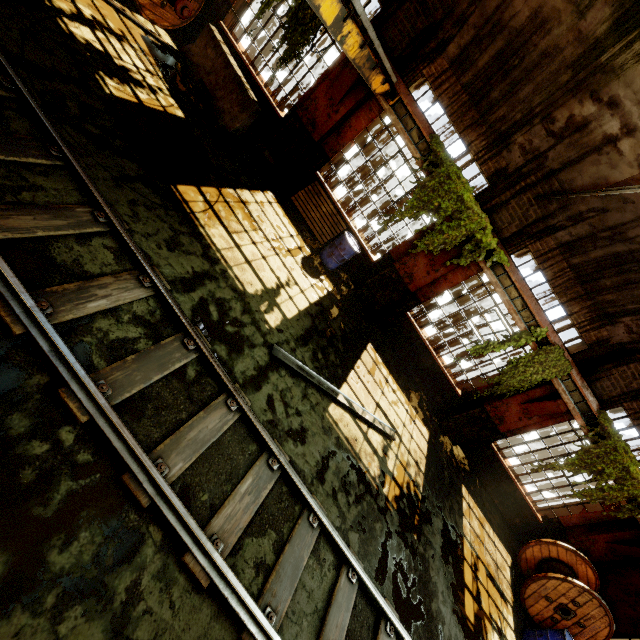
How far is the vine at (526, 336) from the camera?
8.1 meters

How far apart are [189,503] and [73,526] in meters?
1.0 m

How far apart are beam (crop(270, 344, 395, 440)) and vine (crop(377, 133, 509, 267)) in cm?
421

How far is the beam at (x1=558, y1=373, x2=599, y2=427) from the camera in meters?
8.2 m

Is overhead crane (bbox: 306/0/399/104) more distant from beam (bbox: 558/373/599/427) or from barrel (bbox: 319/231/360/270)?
beam (bbox: 558/373/599/427)

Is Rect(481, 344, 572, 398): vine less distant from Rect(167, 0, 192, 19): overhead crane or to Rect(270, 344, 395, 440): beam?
Rect(270, 344, 395, 440): beam

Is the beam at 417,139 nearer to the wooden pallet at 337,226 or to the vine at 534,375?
the wooden pallet at 337,226

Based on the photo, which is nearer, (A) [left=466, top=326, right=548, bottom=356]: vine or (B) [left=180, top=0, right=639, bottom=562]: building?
(A) [left=466, top=326, right=548, bottom=356]: vine
